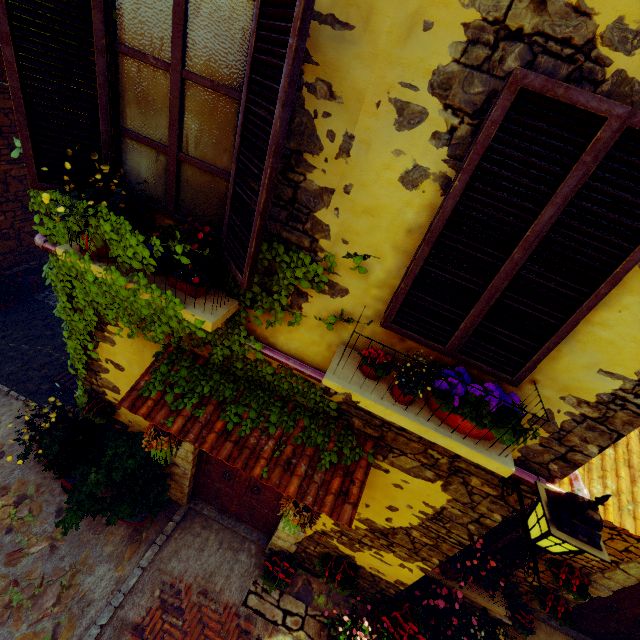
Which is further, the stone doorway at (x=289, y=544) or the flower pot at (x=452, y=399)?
the stone doorway at (x=289, y=544)

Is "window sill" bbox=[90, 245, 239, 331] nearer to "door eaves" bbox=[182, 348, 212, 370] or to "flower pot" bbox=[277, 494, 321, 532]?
"door eaves" bbox=[182, 348, 212, 370]

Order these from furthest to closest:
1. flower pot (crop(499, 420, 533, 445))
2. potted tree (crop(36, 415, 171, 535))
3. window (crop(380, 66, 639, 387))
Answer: potted tree (crop(36, 415, 171, 535)), flower pot (crop(499, 420, 533, 445)), window (crop(380, 66, 639, 387))

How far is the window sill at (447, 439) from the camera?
2.30m

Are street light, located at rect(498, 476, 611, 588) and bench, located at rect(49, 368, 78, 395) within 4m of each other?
no

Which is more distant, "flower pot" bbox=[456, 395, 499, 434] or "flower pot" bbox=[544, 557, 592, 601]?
"flower pot" bbox=[544, 557, 592, 601]

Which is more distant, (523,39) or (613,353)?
(613,353)

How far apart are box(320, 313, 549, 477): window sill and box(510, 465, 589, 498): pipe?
0.0m
